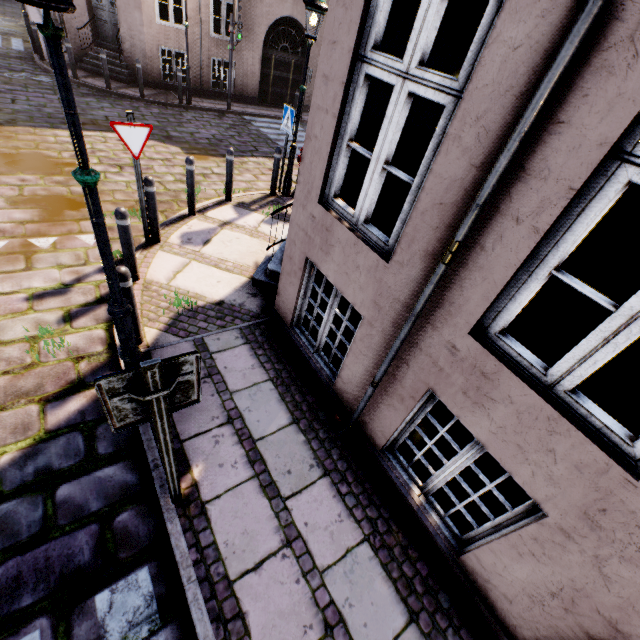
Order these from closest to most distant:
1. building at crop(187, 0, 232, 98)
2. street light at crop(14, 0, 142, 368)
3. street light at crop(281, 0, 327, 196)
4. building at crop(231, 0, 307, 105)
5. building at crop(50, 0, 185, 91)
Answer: street light at crop(14, 0, 142, 368) → street light at crop(281, 0, 327, 196) → building at crop(50, 0, 185, 91) → building at crop(187, 0, 232, 98) → building at crop(231, 0, 307, 105)

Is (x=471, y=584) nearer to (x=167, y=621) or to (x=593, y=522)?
(x=593, y=522)

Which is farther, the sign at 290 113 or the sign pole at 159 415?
the sign at 290 113

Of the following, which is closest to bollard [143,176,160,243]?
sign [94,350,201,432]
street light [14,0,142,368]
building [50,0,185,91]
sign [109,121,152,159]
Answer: sign [109,121,152,159]

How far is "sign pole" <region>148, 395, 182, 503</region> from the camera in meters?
1.8 m

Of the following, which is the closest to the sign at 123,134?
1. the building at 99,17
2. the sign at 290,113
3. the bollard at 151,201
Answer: the bollard at 151,201

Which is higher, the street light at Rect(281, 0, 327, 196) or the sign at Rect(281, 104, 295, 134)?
the street light at Rect(281, 0, 327, 196)

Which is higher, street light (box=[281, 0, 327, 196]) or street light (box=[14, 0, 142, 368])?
street light (box=[281, 0, 327, 196])
